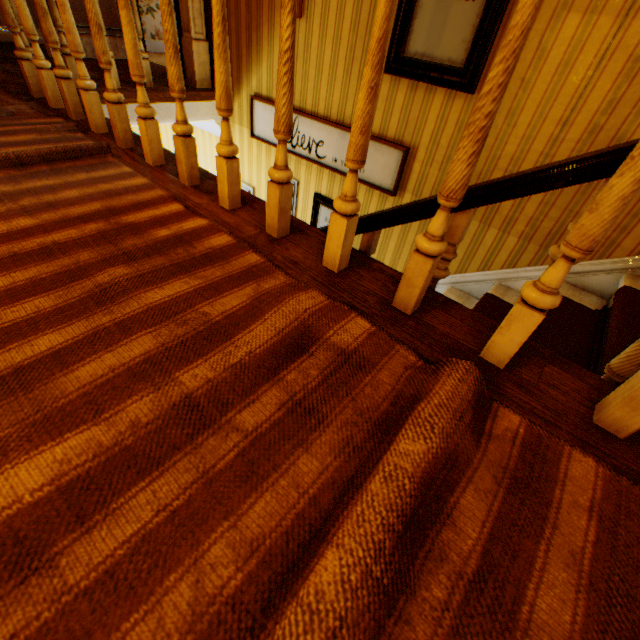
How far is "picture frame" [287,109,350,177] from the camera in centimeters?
310cm

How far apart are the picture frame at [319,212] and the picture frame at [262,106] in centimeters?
31cm

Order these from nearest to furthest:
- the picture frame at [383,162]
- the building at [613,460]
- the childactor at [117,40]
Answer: the building at [613,460]
the picture frame at [383,162]
the childactor at [117,40]

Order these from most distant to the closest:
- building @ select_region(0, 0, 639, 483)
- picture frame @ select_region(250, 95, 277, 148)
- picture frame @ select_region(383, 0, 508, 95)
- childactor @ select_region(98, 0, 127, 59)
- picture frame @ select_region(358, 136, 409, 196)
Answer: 1. childactor @ select_region(98, 0, 127, 59)
2. picture frame @ select_region(250, 95, 277, 148)
3. picture frame @ select_region(358, 136, 409, 196)
4. picture frame @ select_region(383, 0, 508, 95)
5. building @ select_region(0, 0, 639, 483)

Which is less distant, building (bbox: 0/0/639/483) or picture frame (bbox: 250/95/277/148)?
building (bbox: 0/0/639/483)

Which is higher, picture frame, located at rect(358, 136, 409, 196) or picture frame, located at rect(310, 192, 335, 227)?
picture frame, located at rect(358, 136, 409, 196)

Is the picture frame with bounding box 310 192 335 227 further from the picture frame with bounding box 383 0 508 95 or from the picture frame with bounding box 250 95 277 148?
→ the picture frame with bounding box 383 0 508 95

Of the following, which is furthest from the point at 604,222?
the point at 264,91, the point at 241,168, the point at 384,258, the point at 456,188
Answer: the point at 241,168
